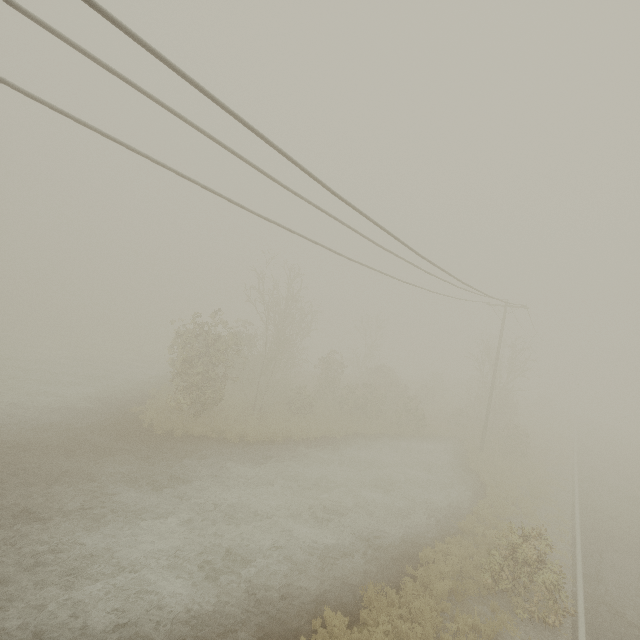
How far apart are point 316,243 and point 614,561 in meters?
19.5 m
